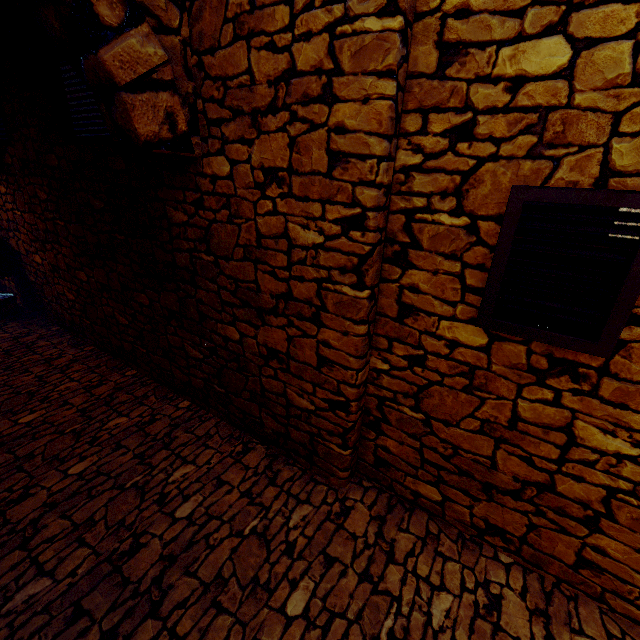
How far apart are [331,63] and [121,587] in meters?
3.1

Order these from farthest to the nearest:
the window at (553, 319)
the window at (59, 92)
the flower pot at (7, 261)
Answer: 1. the flower pot at (7, 261)
2. the window at (59, 92)
3. the window at (553, 319)

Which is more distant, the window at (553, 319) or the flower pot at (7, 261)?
the flower pot at (7, 261)

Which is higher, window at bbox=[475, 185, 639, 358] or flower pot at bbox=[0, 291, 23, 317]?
window at bbox=[475, 185, 639, 358]

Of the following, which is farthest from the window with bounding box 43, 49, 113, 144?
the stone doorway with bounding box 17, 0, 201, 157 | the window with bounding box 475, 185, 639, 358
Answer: the window with bounding box 475, 185, 639, 358

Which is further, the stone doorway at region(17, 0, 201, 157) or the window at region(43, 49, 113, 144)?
the window at region(43, 49, 113, 144)

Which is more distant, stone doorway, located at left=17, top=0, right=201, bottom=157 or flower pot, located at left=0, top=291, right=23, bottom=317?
flower pot, located at left=0, top=291, right=23, bottom=317
